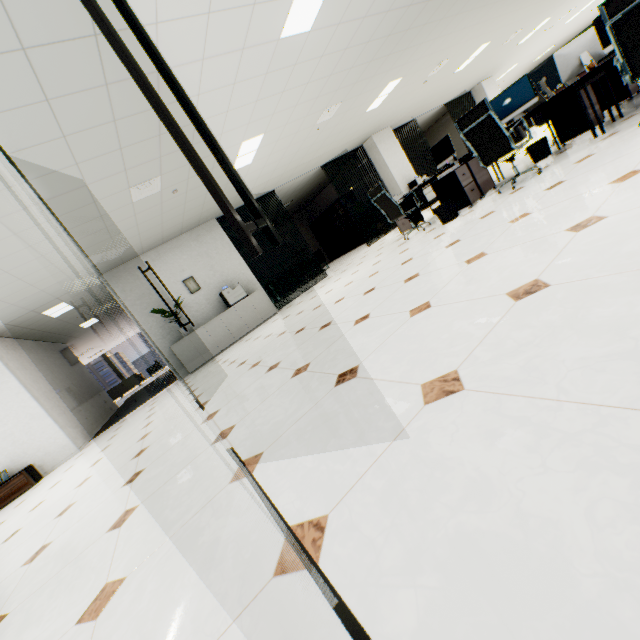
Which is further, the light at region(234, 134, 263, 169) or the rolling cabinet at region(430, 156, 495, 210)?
the light at region(234, 134, 263, 169)

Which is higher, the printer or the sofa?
the printer

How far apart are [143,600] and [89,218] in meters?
5.2 m

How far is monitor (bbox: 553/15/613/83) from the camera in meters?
4.0 m

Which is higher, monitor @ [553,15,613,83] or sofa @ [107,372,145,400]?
monitor @ [553,15,613,83]

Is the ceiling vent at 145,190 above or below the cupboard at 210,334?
above

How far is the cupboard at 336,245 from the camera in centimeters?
1506cm

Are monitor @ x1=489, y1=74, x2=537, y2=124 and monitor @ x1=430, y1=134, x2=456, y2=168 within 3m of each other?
yes
